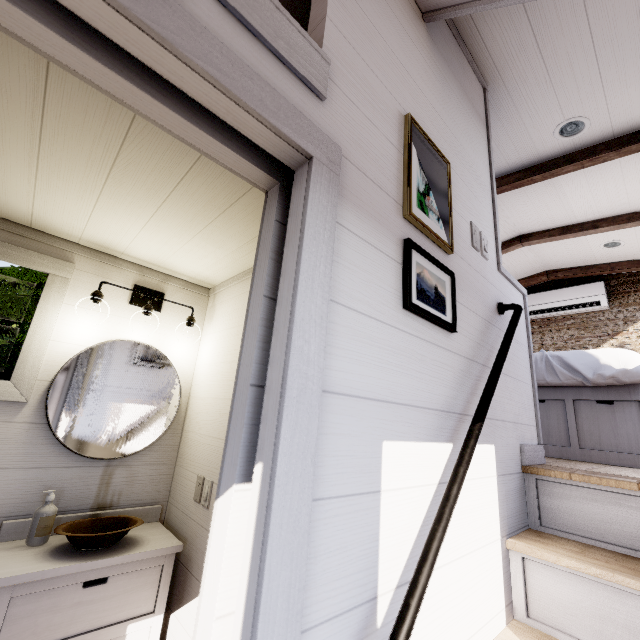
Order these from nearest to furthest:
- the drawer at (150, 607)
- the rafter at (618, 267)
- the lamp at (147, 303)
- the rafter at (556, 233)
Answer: the drawer at (150, 607)
the lamp at (147, 303)
the rafter at (556, 233)
the rafter at (618, 267)

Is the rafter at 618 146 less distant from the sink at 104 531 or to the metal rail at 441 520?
the metal rail at 441 520

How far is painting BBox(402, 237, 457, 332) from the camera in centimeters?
103cm

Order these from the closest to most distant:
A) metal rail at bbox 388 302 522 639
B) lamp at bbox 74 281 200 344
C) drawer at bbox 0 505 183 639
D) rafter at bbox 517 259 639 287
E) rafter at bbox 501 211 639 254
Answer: metal rail at bbox 388 302 522 639 → drawer at bbox 0 505 183 639 → lamp at bbox 74 281 200 344 → rafter at bbox 501 211 639 254 → rafter at bbox 517 259 639 287

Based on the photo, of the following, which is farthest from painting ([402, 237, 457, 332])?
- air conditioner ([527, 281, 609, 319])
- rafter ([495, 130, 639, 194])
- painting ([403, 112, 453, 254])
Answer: air conditioner ([527, 281, 609, 319])

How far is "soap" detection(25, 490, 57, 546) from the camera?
1.5m

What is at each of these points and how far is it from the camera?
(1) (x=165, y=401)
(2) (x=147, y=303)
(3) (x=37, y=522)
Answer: (1) mirror, 2.1 meters
(2) lamp, 2.1 meters
(3) soap, 1.5 meters

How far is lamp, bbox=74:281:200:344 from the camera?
1.9m
